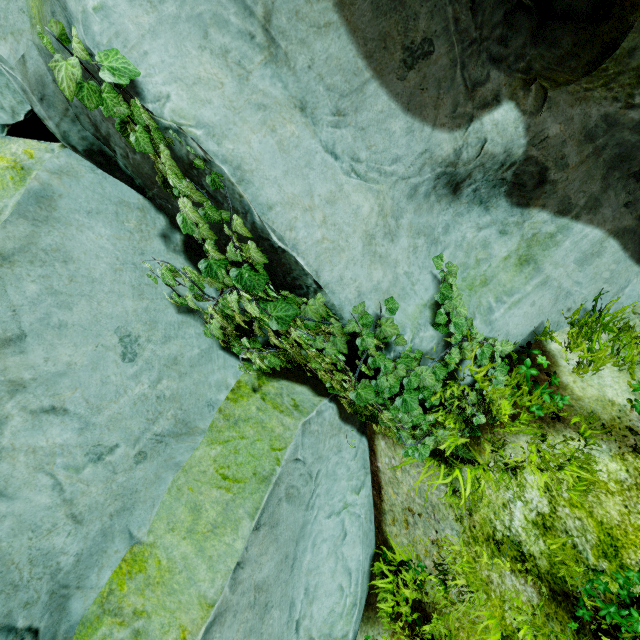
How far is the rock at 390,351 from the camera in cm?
256

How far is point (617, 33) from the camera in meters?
2.2

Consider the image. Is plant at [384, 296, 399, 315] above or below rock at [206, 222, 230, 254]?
below

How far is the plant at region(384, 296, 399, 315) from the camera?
2.3 meters

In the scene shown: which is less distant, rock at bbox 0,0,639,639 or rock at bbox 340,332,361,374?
rock at bbox 0,0,639,639

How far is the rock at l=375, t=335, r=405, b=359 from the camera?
2.6 meters
